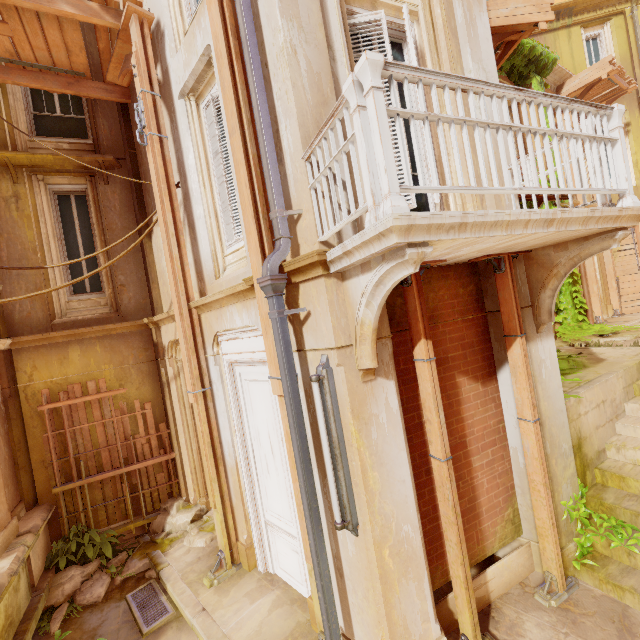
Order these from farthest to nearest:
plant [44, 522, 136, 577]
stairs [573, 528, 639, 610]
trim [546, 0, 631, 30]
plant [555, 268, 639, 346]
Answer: trim [546, 0, 631, 30], plant [555, 268, 639, 346], plant [44, 522, 136, 577], stairs [573, 528, 639, 610]

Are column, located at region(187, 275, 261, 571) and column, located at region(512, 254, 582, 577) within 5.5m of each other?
yes

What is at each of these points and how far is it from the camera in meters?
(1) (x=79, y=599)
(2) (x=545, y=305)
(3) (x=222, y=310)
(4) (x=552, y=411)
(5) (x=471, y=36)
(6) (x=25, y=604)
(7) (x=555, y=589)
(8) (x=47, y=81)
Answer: (1) rubble, 5.4
(2) support, 4.2
(3) column, 4.9
(4) column, 4.3
(5) column, 4.4
(6) column, 4.9
(7) wood, 4.0
(8) wood, 6.4

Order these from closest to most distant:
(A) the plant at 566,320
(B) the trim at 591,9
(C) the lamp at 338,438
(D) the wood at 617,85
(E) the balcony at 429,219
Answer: (E) the balcony at 429,219, (C) the lamp at 338,438, (A) the plant at 566,320, (D) the wood at 617,85, (B) the trim at 591,9

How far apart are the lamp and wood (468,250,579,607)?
2.3 meters

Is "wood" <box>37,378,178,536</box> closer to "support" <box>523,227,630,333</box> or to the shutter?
the shutter

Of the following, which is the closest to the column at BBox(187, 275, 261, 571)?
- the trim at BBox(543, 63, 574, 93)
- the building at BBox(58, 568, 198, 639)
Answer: the building at BBox(58, 568, 198, 639)

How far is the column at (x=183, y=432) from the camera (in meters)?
6.85
